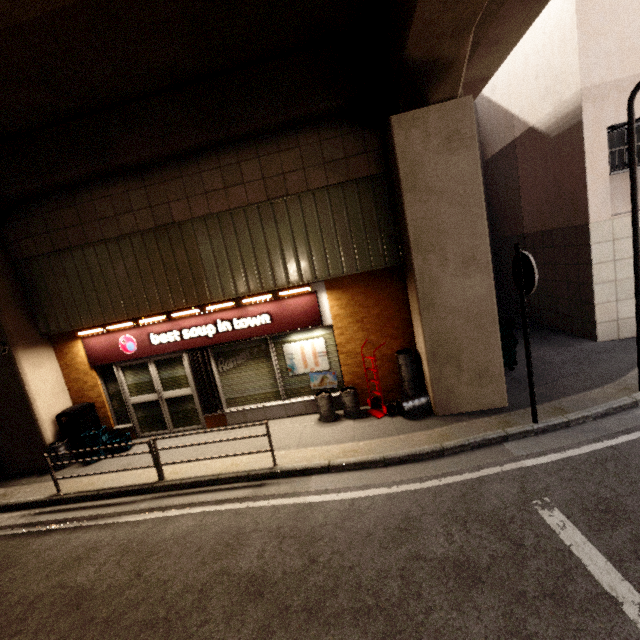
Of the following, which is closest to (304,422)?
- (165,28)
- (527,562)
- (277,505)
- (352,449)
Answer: (352,449)

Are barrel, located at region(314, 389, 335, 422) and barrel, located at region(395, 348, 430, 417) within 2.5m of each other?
yes

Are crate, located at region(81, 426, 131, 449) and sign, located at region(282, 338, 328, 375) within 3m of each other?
no

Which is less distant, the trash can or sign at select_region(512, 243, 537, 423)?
sign at select_region(512, 243, 537, 423)

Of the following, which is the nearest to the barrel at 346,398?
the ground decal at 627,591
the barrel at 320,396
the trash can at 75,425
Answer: the barrel at 320,396

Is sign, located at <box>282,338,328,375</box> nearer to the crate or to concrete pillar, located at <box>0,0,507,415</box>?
concrete pillar, located at <box>0,0,507,415</box>

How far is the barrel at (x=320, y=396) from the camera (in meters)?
6.88

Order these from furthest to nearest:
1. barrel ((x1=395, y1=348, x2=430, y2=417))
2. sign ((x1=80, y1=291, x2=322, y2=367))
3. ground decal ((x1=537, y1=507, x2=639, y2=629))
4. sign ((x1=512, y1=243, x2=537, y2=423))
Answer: sign ((x1=80, y1=291, x2=322, y2=367)) → barrel ((x1=395, y1=348, x2=430, y2=417)) → sign ((x1=512, y1=243, x2=537, y2=423)) → ground decal ((x1=537, y1=507, x2=639, y2=629))
